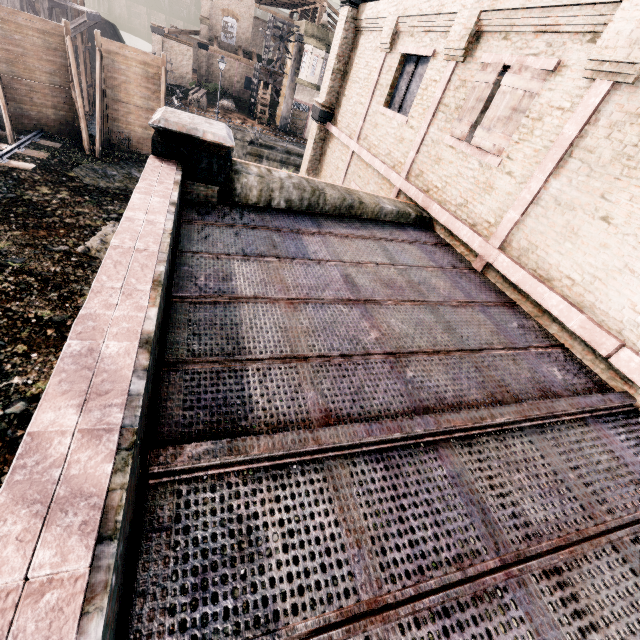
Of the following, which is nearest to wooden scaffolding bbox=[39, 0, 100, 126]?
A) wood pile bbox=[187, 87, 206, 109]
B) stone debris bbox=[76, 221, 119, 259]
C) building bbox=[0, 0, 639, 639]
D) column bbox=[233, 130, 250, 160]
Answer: wood pile bbox=[187, 87, 206, 109]

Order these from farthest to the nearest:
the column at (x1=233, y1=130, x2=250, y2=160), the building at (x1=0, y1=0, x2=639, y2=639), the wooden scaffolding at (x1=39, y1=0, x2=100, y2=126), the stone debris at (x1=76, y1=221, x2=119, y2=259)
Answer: the column at (x1=233, y1=130, x2=250, y2=160)
the wooden scaffolding at (x1=39, y1=0, x2=100, y2=126)
the stone debris at (x1=76, y1=221, x2=119, y2=259)
the building at (x1=0, y1=0, x2=639, y2=639)

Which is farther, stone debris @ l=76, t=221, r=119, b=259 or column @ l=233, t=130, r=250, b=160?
column @ l=233, t=130, r=250, b=160

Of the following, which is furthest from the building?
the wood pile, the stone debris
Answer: the wood pile

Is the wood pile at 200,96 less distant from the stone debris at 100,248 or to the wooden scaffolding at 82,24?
the wooden scaffolding at 82,24

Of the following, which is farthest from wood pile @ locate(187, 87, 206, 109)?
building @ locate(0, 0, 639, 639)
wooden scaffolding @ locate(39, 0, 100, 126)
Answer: building @ locate(0, 0, 639, 639)

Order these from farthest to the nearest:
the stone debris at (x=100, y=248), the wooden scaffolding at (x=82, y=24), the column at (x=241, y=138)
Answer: the column at (x=241, y=138) → the wooden scaffolding at (x=82, y=24) → the stone debris at (x=100, y=248)

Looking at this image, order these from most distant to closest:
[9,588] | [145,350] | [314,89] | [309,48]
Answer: [314,89] < [309,48] < [145,350] < [9,588]
